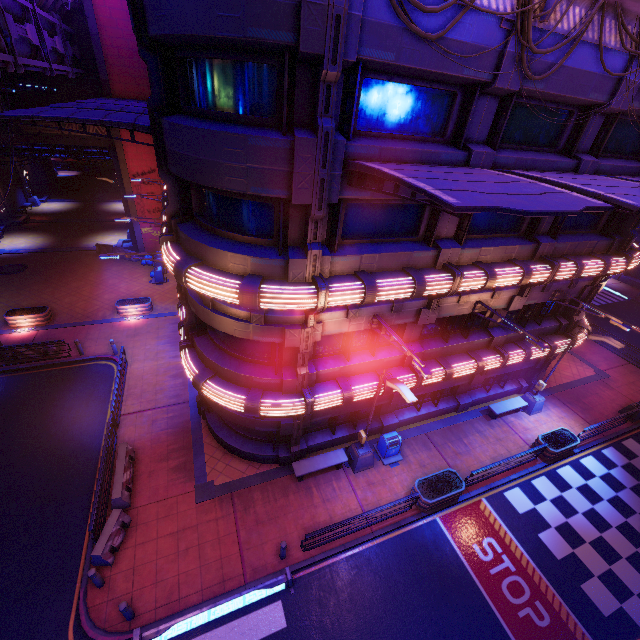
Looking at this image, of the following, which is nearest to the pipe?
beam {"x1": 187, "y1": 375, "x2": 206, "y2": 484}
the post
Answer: the post

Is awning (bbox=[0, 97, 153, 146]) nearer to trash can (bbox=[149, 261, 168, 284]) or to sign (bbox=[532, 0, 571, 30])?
sign (bbox=[532, 0, 571, 30])

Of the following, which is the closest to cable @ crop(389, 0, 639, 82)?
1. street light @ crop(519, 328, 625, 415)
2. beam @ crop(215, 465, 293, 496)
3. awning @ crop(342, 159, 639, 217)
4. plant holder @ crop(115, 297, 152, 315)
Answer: awning @ crop(342, 159, 639, 217)

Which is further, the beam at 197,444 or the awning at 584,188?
the beam at 197,444

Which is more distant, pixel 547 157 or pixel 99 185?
pixel 99 185

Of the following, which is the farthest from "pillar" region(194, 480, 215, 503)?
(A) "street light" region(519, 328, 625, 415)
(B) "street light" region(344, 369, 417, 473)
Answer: (A) "street light" region(519, 328, 625, 415)

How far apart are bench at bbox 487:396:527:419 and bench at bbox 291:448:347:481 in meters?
9.1

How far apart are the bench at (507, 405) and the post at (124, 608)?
17.7 meters
